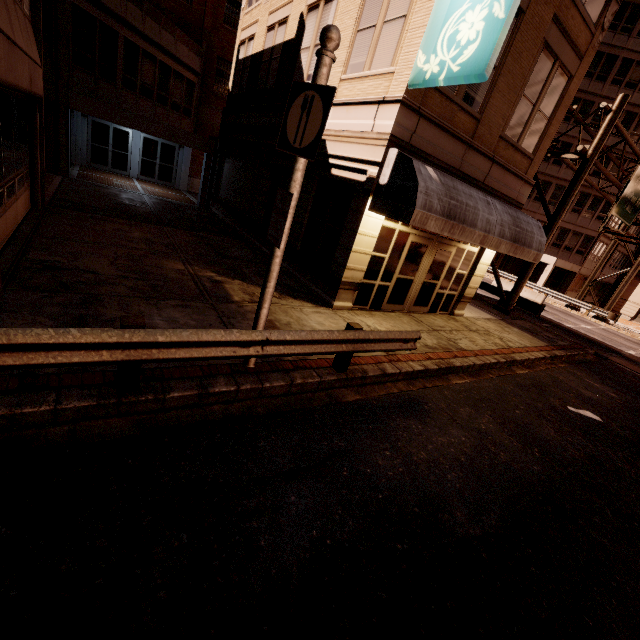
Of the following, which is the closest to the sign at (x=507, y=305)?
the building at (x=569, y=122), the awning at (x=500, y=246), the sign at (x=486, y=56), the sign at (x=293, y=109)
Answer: the awning at (x=500, y=246)

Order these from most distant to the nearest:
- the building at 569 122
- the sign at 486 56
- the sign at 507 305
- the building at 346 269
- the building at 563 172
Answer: the building at 563 172
the building at 569 122
the sign at 507 305
the building at 346 269
the sign at 486 56

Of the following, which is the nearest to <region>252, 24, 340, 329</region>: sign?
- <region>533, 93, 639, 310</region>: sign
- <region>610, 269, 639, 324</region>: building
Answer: <region>533, 93, 639, 310</region>: sign

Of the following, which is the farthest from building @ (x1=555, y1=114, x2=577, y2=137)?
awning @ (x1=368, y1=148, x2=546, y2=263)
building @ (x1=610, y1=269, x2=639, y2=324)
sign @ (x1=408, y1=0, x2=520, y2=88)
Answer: sign @ (x1=408, y1=0, x2=520, y2=88)

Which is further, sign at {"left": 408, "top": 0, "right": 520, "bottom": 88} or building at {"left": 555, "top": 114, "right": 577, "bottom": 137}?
A: building at {"left": 555, "top": 114, "right": 577, "bottom": 137}

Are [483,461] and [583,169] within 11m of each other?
no

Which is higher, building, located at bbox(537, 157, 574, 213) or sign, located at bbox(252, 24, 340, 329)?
building, located at bbox(537, 157, 574, 213)

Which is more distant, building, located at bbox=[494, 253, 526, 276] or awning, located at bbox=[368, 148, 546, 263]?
building, located at bbox=[494, 253, 526, 276]
